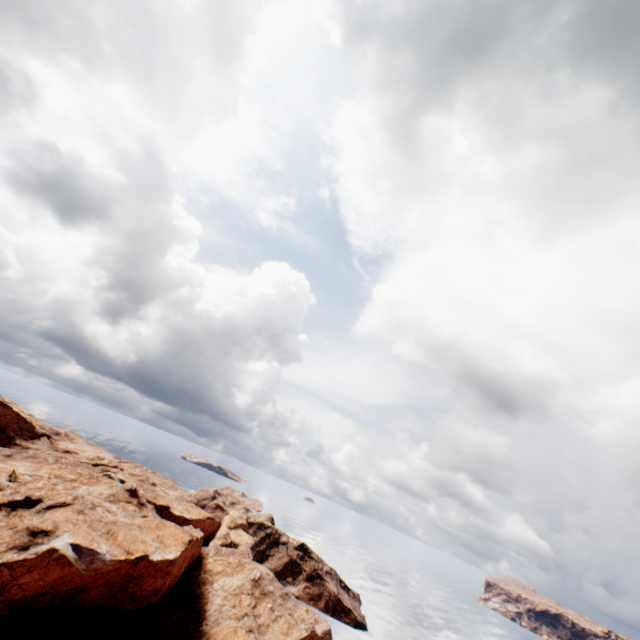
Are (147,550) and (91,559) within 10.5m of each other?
yes
